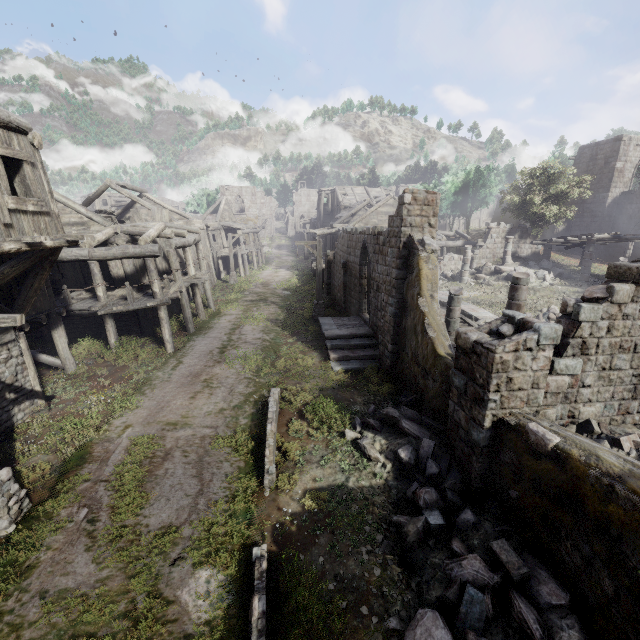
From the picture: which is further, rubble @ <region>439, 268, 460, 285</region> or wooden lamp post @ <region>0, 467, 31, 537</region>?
rubble @ <region>439, 268, 460, 285</region>

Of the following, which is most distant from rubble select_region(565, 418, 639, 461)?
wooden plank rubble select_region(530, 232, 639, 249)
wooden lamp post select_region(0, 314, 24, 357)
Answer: wooden plank rubble select_region(530, 232, 639, 249)

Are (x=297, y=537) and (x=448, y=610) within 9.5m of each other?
yes

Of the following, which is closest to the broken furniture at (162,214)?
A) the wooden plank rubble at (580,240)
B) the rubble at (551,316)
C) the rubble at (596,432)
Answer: the rubble at (596,432)

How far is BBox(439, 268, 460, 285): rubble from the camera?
25.25m

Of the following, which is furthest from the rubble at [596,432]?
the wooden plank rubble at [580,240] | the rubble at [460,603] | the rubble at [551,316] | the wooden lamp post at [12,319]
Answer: the wooden plank rubble at [580,240]
